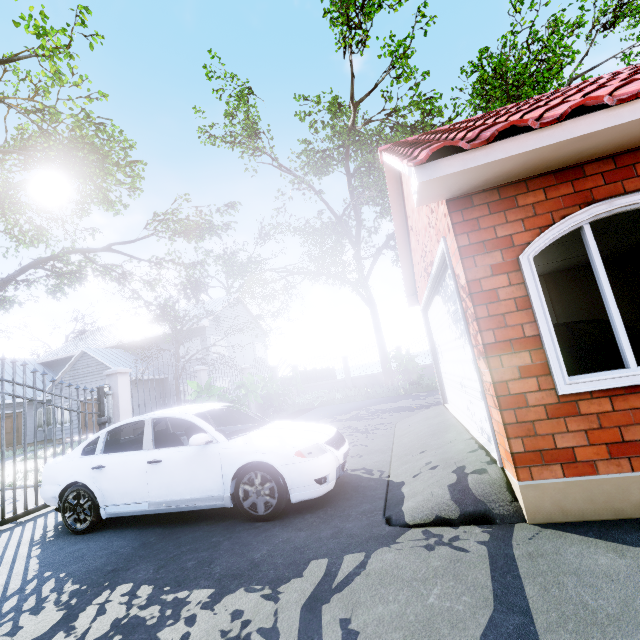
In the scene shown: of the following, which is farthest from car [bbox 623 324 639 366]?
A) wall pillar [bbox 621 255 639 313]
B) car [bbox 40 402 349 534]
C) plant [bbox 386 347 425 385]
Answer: plant [bbox 386 347 425 385]

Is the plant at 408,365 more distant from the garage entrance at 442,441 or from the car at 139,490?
the car at 139,490

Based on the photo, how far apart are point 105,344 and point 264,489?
24.8 meters

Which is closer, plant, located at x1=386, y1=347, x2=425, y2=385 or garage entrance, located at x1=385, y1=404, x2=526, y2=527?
garage entrance, located at x1=385, y1=404, x2=526, y2=527

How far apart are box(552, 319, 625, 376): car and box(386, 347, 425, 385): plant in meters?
8.6 m

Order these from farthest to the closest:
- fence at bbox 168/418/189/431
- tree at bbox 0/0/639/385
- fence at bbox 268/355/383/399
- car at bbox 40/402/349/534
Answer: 1. fence at bbox 268/355/383/399
2. tree at bbox 0/0/639/385
3. fence at bbox 168/418/189/431
4. car at bbox 40/402/349/534

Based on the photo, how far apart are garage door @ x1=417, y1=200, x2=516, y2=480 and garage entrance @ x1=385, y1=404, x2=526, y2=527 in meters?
0.0 m

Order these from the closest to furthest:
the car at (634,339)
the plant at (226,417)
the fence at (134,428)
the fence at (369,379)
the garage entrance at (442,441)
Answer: the garage entrance at (442,441) → the car at (634,339) → the fence at (134,428) → the plant at (226,417) → the fence at (369,379)
